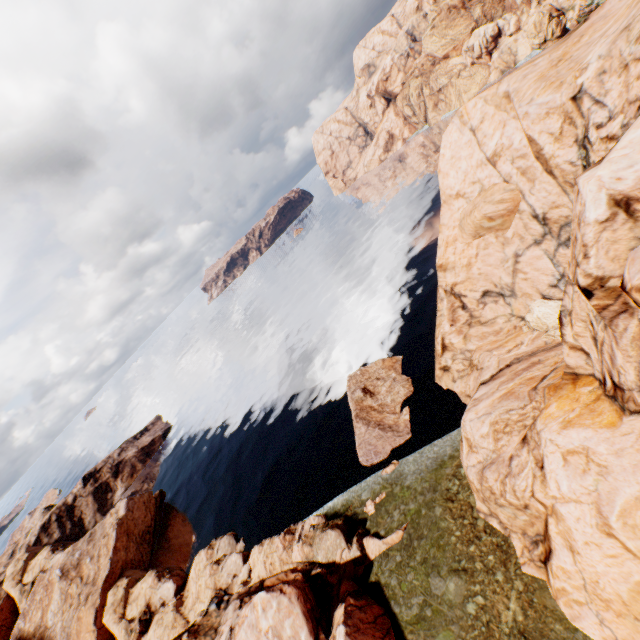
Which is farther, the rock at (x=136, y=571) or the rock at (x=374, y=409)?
the rock at (x=374, y=409)

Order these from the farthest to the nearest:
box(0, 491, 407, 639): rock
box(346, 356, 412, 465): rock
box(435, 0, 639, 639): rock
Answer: box(346, 356, 412, 465): rock → box(0, 491, 407, 639): rock → box(435, 0, 639, 639): rock

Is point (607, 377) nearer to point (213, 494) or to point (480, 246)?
point (480, 246)

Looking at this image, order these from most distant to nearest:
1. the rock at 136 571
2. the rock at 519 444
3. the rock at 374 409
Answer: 1. the rock at 374 409
2. the rock at 136 571
3. the rock at 519 444

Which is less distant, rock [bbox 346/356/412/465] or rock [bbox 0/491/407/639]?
rock [bbox 0/491/407/639]

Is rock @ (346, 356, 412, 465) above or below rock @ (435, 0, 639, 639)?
below
